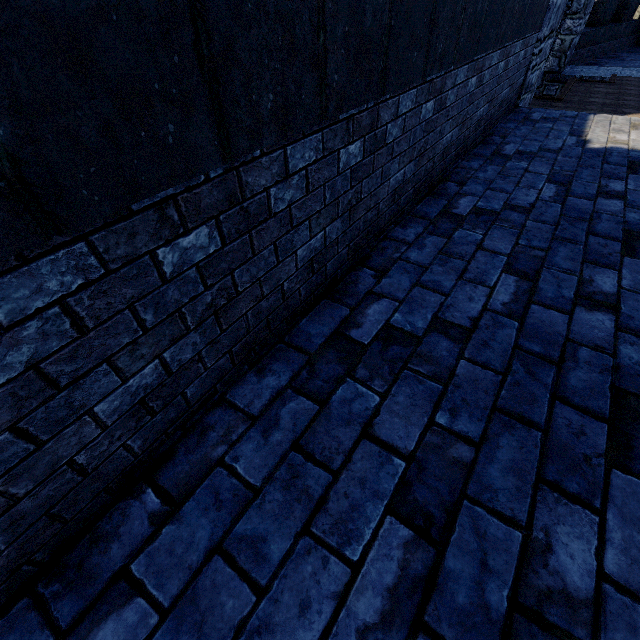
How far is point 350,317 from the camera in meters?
2.3 m
